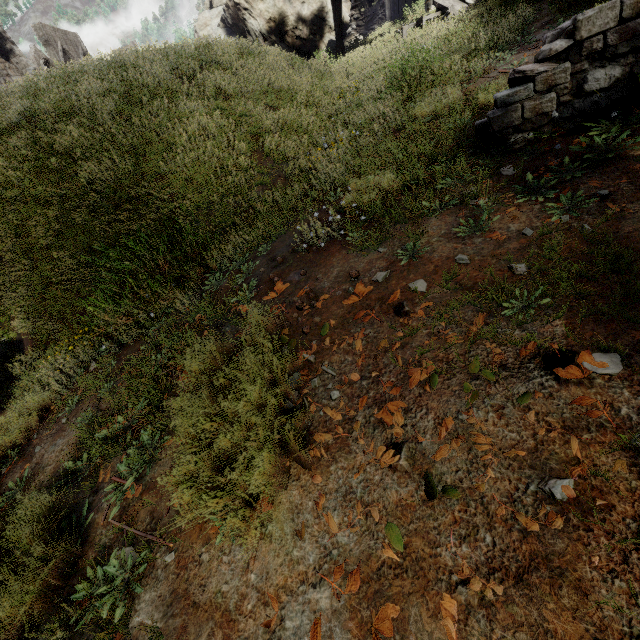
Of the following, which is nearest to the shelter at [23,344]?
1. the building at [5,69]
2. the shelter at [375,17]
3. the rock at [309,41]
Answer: the building at [5,69]

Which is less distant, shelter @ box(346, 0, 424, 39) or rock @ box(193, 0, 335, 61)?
shelter @ box(346, 0, 424, 39)

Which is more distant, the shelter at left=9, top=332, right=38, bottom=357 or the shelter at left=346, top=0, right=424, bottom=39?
the shelter at left=346, top=0, right=424, bottom=39

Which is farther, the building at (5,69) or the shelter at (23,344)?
the building at (5,69)

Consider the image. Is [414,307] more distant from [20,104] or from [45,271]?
[20,104]

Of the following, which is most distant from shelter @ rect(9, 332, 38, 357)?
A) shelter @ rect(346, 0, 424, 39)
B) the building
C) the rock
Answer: shelter @ rect(346, 0, 424, 39)

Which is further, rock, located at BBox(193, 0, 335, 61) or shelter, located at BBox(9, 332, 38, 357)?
rock, located at BBox(193, 0, 335, 61)

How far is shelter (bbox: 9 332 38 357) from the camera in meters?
4.7
